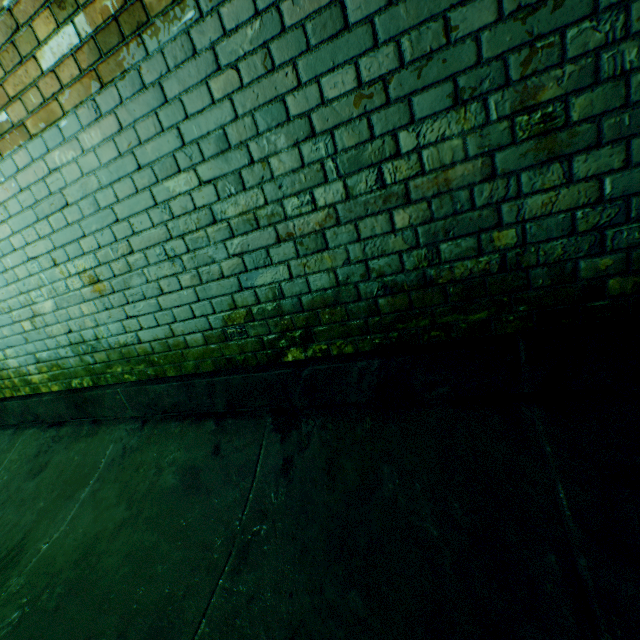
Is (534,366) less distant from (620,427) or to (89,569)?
(620,427)
